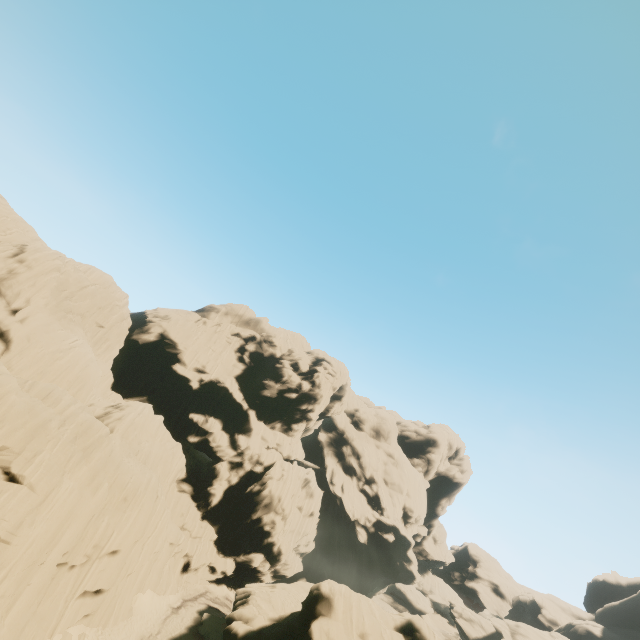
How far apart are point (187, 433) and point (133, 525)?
21.7 meters

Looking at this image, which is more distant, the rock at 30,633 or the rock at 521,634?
the rock at 521,634

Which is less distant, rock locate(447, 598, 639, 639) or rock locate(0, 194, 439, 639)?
rock locate(0, 194, 439, 639)
